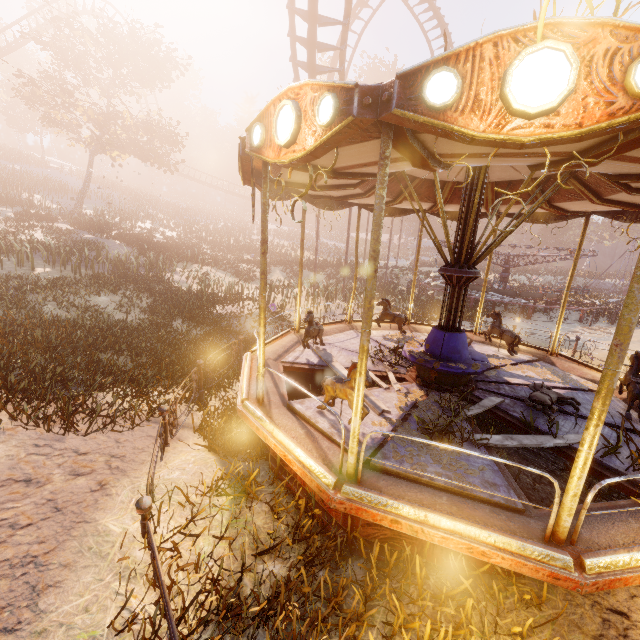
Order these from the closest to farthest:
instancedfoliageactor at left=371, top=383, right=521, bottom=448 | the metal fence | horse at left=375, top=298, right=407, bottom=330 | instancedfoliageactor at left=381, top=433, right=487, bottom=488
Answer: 1. the metal fence
2. instancedfoliageactor at left=381, top=433, right=487, bottom=488
3. instancedfoliageactor at left=371, top=383, right=521, bottom=448
4. horse at left=375, top=298, right=407, bottom=330

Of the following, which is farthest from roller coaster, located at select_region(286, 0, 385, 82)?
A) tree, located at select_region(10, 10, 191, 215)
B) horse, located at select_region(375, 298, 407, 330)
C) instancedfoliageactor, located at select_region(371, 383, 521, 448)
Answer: instancedfoliageactor, located at select_region(371, 383, 521, 448)

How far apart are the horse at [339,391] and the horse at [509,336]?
5.41m

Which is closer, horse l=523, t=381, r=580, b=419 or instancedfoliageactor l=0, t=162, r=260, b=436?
horse l=523, t=381, r=580, b=419

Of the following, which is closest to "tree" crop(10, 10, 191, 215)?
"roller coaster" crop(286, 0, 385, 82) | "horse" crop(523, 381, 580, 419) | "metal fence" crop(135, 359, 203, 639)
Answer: "roller coaster" crop(286, 0, 385, 82)

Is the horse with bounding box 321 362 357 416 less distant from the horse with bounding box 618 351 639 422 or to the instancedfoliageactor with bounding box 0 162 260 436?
the horse with bounding box 618 351 639 422

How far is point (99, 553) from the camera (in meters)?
3.21

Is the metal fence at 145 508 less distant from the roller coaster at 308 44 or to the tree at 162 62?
the roller coaster at 308 44
